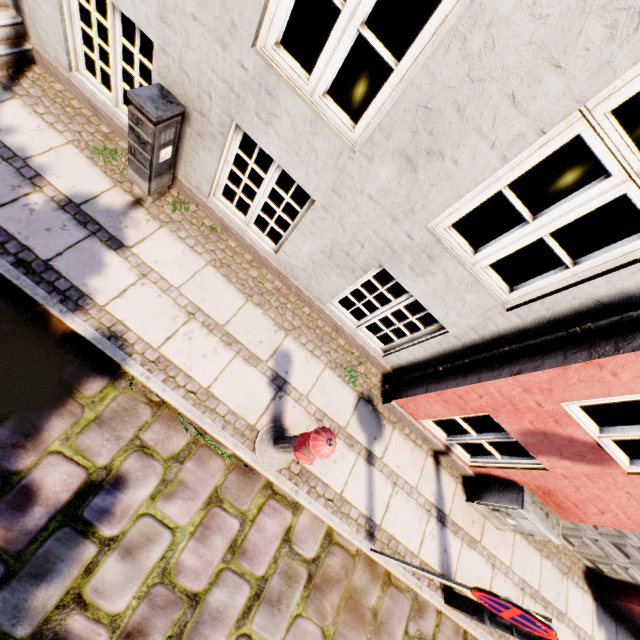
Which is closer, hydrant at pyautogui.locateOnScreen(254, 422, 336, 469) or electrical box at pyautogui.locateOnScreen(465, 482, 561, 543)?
hydrant at pyautogui.locateOnScreen(254, 422, 336, 469)

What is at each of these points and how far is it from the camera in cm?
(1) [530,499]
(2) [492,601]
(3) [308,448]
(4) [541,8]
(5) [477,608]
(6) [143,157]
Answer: (1) electrical box, 411
(2) sign, 237
(3) hydrant, 275
(4) building, 168
(5) street light, 363
(6) electrical box, 322

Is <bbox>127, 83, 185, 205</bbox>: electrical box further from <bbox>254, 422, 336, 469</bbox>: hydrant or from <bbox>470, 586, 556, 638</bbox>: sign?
<bbox>470, 586, 556, 638</bbox>: sign

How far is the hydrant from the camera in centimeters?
263cm

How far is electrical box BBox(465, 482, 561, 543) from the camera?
4.05m

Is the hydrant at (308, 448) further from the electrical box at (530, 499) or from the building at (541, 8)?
the electrical box at (530, 499)

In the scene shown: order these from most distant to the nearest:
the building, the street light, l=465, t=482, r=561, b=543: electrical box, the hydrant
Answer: Answer:
1. l=465, t=482, r=561, b=543: electrical box
2. the street light
3. the hydrant
4. the building
